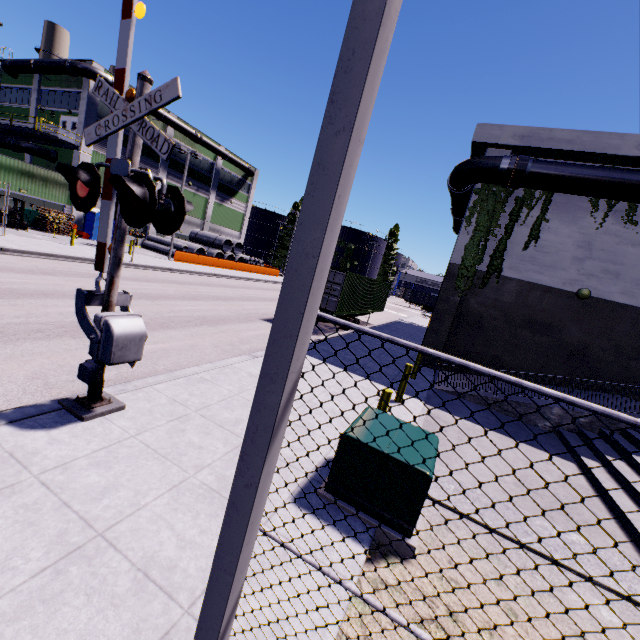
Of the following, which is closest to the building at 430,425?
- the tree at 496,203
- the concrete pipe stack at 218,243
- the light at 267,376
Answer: the tree at 496,203

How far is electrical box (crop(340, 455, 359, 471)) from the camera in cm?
457

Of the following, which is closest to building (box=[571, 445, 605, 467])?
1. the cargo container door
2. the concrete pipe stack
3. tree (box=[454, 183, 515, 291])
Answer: tree (box=[454, 183, 515, 291])

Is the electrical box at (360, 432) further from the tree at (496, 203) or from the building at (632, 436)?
the tree at (496, 203)

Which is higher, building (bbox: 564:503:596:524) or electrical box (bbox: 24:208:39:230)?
electrical box (bbox: 24:208:39:230)

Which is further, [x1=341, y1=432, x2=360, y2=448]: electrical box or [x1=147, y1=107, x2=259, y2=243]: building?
[x1=147, y1=107, x2=259, y2=243]: building

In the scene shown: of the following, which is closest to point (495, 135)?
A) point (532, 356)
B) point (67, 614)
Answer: point (532, 356)
